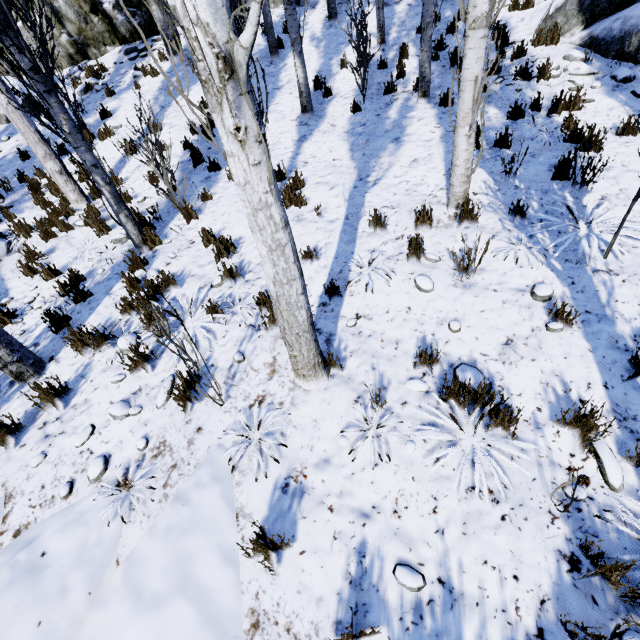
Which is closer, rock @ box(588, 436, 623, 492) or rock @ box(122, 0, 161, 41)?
rock @ box(588, 436, 623, 492)

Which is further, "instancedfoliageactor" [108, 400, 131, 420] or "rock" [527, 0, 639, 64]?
"rock" [527, 0, 639, 64]

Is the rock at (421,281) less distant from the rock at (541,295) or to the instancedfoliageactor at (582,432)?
the instancedfoliageactor at (582,432)

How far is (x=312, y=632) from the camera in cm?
222

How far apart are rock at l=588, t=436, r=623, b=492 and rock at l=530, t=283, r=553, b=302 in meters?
1.5 m

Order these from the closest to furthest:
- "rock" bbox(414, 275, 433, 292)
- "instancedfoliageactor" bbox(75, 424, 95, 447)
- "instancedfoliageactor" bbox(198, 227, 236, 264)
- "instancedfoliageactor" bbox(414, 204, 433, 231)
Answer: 1. "instancedfoliageactor" bbox(75, 424, 95, 447)
2. "rock" bbox(414, 275, 433, 292)
3. "instancedfoliageactor" bbox(414, 204, 433, 231)
4. "instancedfoliageactor" bbox(198, 227, 236, 264)

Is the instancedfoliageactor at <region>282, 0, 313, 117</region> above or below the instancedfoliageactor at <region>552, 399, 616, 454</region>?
above

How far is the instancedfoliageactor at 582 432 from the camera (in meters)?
2.45
